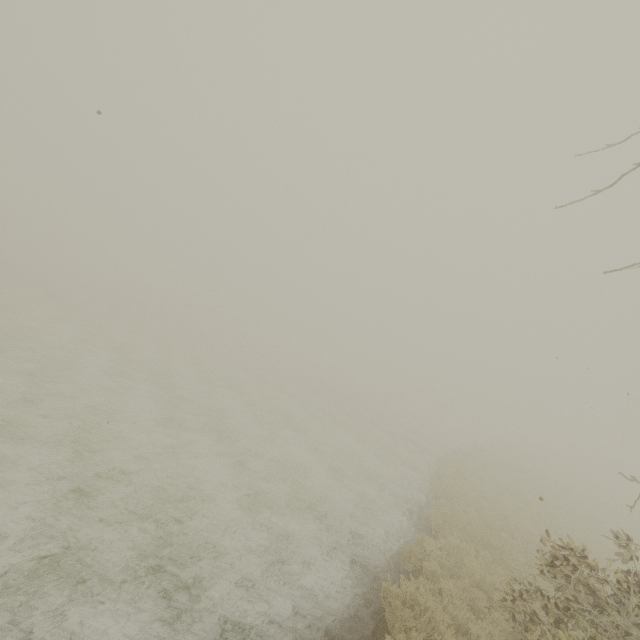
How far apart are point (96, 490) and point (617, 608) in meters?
11.0
